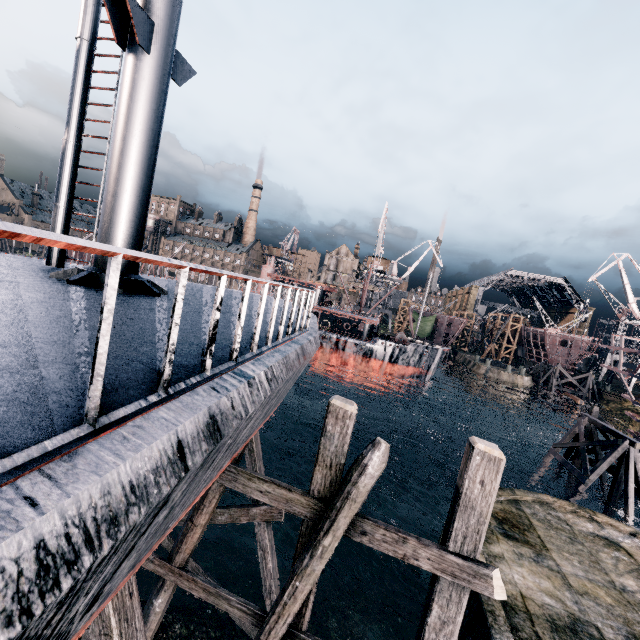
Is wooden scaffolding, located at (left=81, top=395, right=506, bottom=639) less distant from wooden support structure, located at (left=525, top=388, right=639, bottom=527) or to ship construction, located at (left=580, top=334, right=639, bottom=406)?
ship construction, located at (left=580, top=334, right=639, bottom=406)

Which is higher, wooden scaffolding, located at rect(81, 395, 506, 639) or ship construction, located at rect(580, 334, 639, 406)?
ship construction, located at rect(580, 334, 639, 406)

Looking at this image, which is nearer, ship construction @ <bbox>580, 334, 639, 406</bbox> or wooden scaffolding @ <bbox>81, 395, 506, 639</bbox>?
wooden scaffolding @ <bbox>81, 395, 506, 639</bbox>

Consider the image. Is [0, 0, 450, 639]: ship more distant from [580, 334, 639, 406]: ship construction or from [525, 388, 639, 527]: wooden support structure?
[525, 388, 639, 527]: wooden support structure

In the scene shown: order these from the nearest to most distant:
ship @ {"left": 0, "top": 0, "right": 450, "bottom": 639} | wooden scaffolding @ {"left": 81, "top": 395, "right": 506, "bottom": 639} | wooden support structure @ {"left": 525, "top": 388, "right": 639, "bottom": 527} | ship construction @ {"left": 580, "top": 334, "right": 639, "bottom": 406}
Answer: ship @ {"left": 0, "top": 0, "right": 450, "bottom": 639}
wooden scaffolding @ {"left": 81, "top": 395, "right": 506, "bottom": 639}
wooden support structure @ {"left": 525, "top": 388, "right": 639, "bottom": 527}
ship construction @ {"left": 580, "top": 334, "right": 639, "bottom": 406}

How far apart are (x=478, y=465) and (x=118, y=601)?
5.88m

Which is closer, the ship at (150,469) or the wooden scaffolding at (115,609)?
the ship at (150,469)

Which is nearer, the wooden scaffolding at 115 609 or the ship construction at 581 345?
the wooden scaffolding at 115 609
